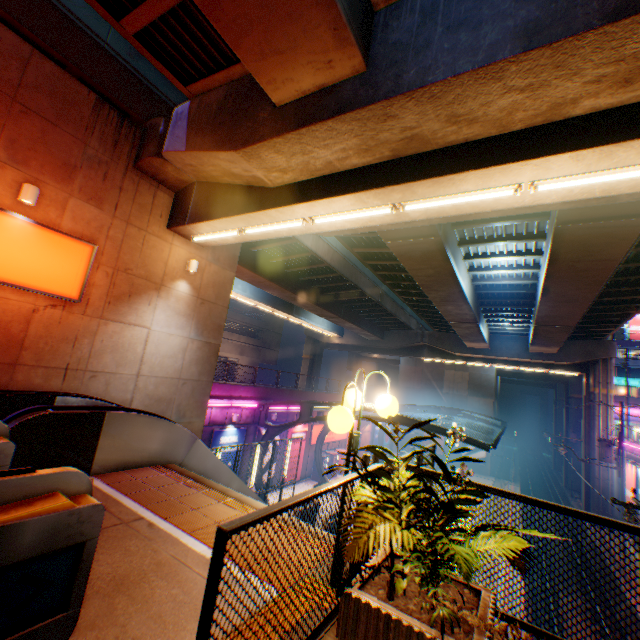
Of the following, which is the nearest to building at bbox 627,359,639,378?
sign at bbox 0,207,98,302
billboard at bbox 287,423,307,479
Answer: billboard at bbox 287,423,307,479

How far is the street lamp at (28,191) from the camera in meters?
7.4 m

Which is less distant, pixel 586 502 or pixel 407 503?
pixel 407 503

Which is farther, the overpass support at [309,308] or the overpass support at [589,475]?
the overpass support at [589,475]

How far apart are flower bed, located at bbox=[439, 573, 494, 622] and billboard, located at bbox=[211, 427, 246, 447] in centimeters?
1634cm

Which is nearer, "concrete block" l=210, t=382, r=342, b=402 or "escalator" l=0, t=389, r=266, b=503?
"escalator" l=0, t=389, r=266, b=503

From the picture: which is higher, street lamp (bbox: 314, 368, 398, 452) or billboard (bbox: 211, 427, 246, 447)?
street lamp (bbox: 314, 368, 398, 452)

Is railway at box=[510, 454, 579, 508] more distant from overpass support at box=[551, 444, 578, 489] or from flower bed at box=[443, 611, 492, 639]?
flower bed at box=[443, 611, 492, 639]
